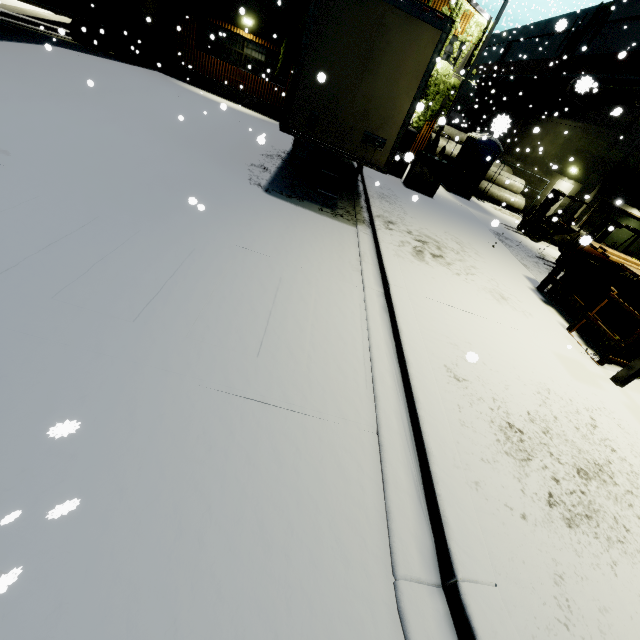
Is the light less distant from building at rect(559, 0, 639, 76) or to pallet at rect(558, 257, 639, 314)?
pallet at rect(558, 257, 639, 314)

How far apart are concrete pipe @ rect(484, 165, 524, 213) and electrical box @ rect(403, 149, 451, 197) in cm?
644

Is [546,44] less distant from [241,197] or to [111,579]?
[241,197]

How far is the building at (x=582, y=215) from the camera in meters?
15.8

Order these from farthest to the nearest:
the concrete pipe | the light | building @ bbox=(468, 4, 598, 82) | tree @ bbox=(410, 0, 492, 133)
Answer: building @ bbox=(468, 4, 598, 82) → the concrete pipe → tree @ bbox=(410, 0, 492, 133) → the light

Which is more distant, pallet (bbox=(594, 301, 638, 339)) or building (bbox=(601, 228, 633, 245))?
building (bbox=(601, 228, 633, 245))

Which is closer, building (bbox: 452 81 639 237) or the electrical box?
the electrical box

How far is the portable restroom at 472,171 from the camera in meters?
16.0
